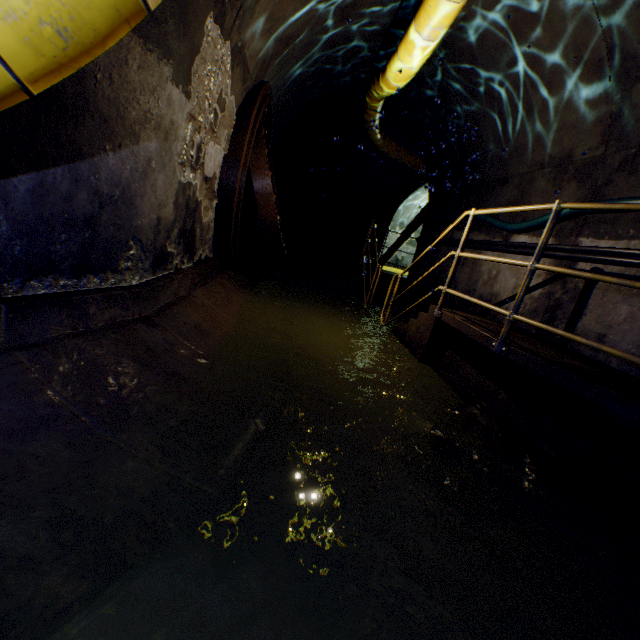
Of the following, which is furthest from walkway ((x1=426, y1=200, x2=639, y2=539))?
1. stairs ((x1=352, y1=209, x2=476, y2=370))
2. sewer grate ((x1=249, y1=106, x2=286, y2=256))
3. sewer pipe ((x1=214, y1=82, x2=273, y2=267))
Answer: sewer grate ((x1=249, y1=106, x2=286, y2=256))

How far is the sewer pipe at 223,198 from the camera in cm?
430

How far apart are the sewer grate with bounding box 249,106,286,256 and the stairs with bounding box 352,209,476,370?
2.06m

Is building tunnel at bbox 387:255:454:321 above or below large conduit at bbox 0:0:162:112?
below

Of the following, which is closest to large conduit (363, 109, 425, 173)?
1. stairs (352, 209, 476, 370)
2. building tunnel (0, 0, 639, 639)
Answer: building tunnel (0, 0, 639, 639)

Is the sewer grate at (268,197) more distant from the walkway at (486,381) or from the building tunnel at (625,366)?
the walkway at (486,381)

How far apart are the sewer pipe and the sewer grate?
0.00m

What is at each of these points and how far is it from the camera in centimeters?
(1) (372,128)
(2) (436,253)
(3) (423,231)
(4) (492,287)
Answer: (1) large conduit, 820cm
(2) building tunnel, 765cm
(3) building tunnel, 866cm
(4) building tunnel, 537cm
